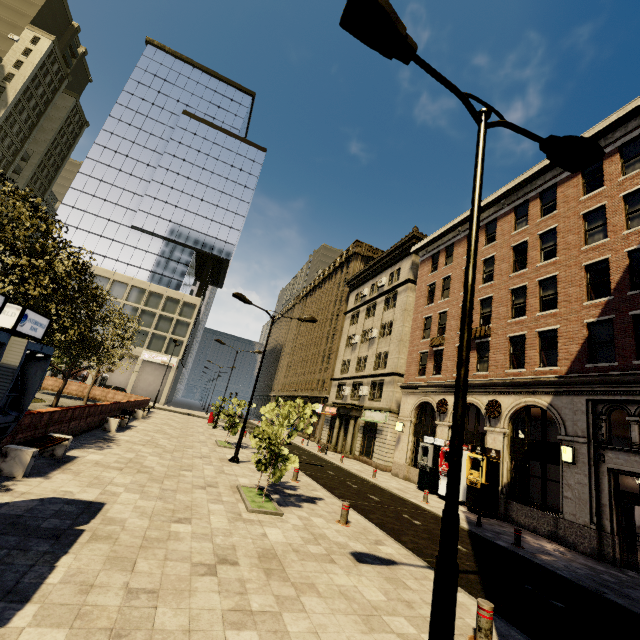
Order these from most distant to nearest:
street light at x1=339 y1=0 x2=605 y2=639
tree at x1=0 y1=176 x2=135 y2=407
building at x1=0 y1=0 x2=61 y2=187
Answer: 1. building at x1=0 y1=0 x2=61 y2=187
2. tree at x1=0 y1=176 x2=135 y2=407
3. street light at x1=339 y1=0 x2=605 y2=639

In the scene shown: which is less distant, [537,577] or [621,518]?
[537,577]

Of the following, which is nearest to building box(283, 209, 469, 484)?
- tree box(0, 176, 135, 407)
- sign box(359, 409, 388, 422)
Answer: sign box(359, 409, 388, 422)

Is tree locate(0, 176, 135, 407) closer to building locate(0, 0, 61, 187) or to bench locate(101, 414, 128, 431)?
building locate(0, 0, 61, 187)

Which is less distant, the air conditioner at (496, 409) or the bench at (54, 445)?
the bench at (54, 445)

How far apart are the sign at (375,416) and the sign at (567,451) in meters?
14.4 m

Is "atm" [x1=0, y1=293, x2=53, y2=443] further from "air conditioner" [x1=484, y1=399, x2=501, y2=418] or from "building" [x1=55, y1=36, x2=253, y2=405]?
"air conditioner" [x1=484, y1=399, x2=501, y2=418]

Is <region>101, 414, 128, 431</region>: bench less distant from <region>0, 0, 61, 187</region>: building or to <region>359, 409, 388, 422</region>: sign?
<region>359, 409, 388, 422</region>: sign
